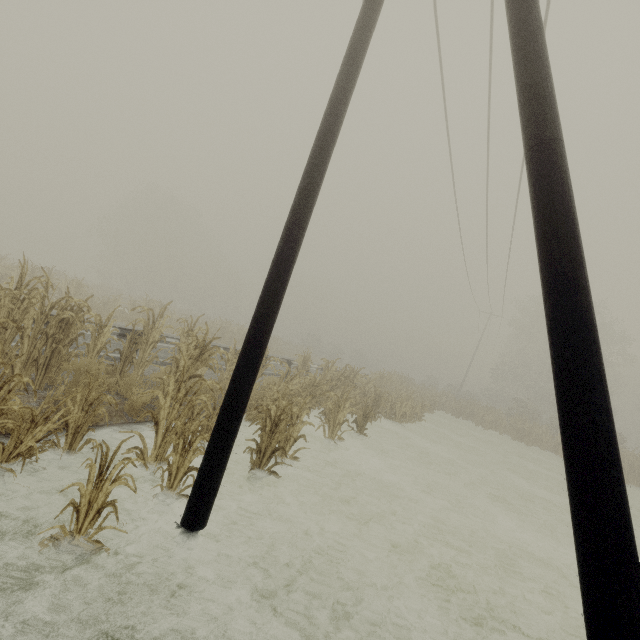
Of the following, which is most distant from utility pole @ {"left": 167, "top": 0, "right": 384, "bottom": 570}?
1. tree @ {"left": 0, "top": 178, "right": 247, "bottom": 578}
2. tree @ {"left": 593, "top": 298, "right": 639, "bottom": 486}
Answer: tree @ {"left": 593, "top": 298, "right": 639, "bottom": 486}

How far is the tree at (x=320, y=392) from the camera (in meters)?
6.36

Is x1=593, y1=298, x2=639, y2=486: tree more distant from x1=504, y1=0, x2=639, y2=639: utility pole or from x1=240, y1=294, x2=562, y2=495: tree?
x1=504, y1=0, x2=639, y2=639: utility pole

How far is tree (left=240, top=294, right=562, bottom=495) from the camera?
6.36m

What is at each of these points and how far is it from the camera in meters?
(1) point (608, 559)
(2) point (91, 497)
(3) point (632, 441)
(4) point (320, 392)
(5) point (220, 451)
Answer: (1) utility pole, 1.7 m
(2) tree, 3.0 m
(3) tree, 51.3 m
(4) tree, 10.4 m
(5) utility pole, 3.5 m

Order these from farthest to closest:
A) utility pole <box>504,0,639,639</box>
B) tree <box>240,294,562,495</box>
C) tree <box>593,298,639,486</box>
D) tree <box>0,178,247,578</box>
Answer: tree <box>593,298,639,486</box> < tree <box>240,294,562,495</box> < tree <box>0,178,247,578</box> < utility pole <box>504,0,639,639</box>

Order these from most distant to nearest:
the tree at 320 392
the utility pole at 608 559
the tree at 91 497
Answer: the tree at 320 392
the tree at 91 497
the utility pole at 608 559
